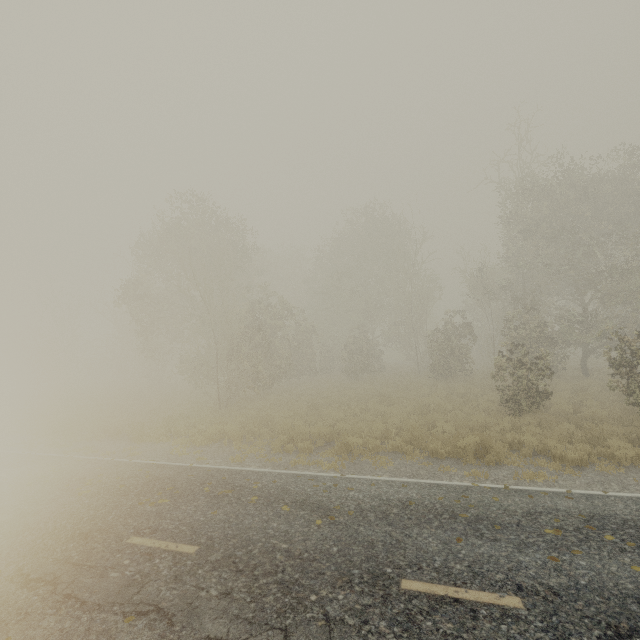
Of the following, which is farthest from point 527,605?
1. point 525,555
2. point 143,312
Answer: point 143,312
